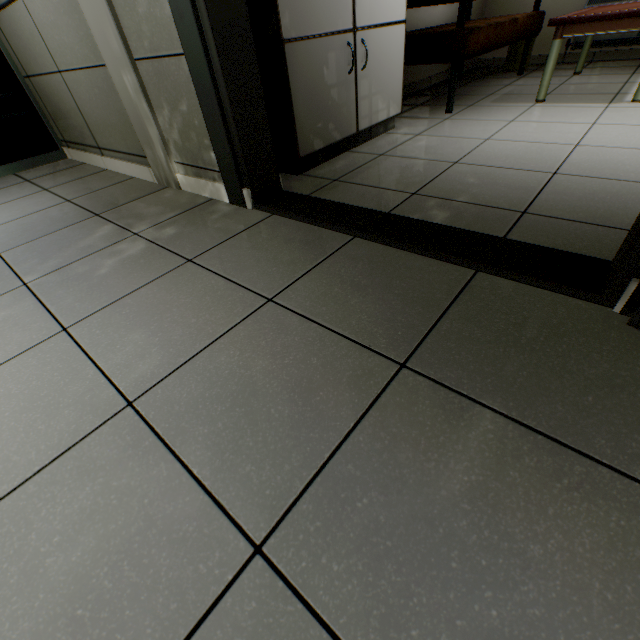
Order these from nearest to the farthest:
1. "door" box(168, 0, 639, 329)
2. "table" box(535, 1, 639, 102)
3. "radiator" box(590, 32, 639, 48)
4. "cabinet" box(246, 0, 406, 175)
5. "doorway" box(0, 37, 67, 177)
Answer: "door" box(168, 0, 639, 329)
"cabinet" box(246, 0, 406, 175)
"table" box(535, 1, 639, 102)
"doorway" box(0, 37, 67, 177)
"radiator" box(590, 32, 639, 48)

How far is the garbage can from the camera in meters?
3.9 m

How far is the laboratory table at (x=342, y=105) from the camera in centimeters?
170cm

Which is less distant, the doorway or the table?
the table

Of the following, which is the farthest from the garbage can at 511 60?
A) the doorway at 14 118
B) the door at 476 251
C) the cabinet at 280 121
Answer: the doorway at 14 118

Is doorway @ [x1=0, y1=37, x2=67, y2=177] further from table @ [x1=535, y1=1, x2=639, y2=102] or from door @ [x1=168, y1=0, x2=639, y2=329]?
table @ [x1=535, y1=1, x2=639, y2=102]

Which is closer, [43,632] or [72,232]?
[43,632]

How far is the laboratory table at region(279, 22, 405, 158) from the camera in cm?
170
